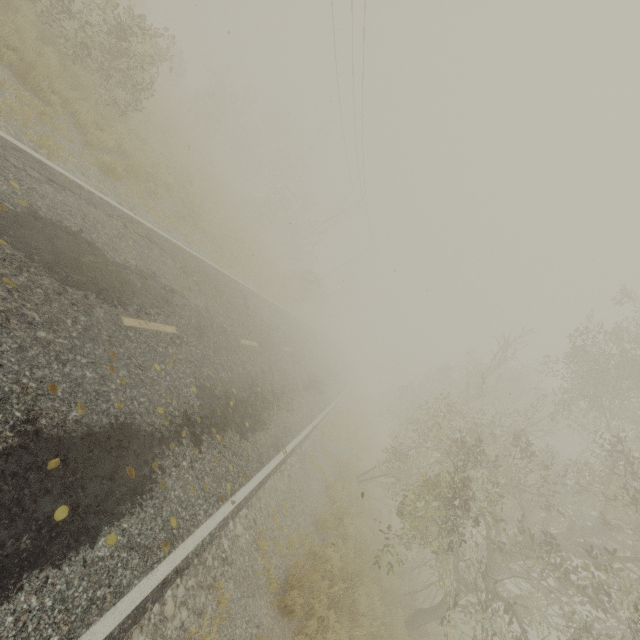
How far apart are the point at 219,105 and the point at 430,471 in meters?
40.6 m

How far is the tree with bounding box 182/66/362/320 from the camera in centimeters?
2984cm

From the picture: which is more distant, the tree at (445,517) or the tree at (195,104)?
the tree at (195,104)

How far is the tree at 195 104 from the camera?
29.8m

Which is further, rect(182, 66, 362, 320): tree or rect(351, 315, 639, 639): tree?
rect(182, 66, 362, 320): tree
